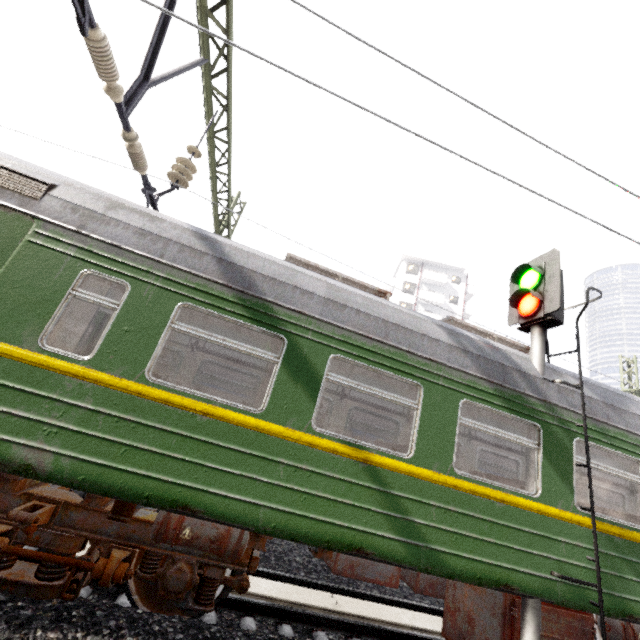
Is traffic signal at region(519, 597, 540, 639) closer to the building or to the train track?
the train track

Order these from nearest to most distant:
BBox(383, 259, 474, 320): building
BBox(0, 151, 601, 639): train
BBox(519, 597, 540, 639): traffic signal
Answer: BBox(0, 151, 601, 639): train
BBox(519, 597, 540, 639): traffic signal
BBox(383, 259, 474, 320): building

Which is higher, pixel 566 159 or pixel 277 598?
pixel 566 159

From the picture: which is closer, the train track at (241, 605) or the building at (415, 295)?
the train track at (241, 605)

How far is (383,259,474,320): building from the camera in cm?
4059

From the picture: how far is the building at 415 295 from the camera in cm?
4059

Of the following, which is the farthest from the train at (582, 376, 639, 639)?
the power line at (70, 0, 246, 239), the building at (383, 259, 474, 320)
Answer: the building at (383, 259, 474, 320)

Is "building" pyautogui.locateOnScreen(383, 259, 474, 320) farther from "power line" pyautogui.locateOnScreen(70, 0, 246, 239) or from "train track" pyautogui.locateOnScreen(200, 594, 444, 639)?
"train track" pyautogui.locateOnScreen(200, 594, 444, 639)
